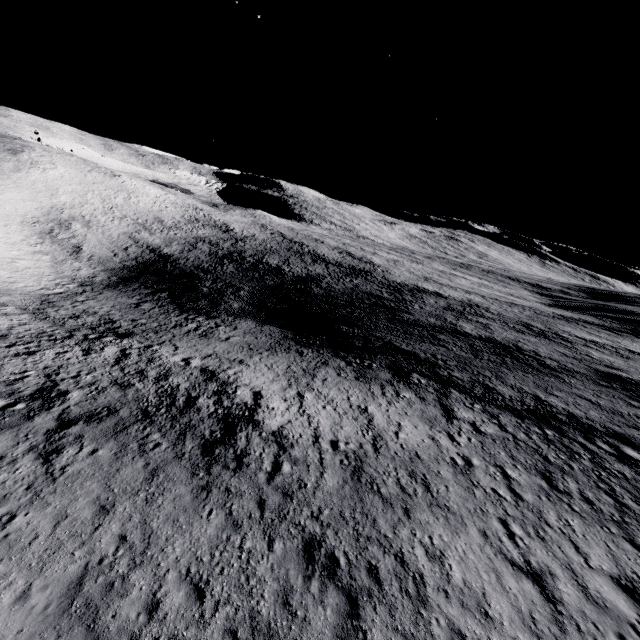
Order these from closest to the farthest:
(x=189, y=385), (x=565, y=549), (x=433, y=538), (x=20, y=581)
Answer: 1. (x=20, y=581)
2. (x=433, y=538)
3. (x=565, y=549)
4. (x=189, y=385)
